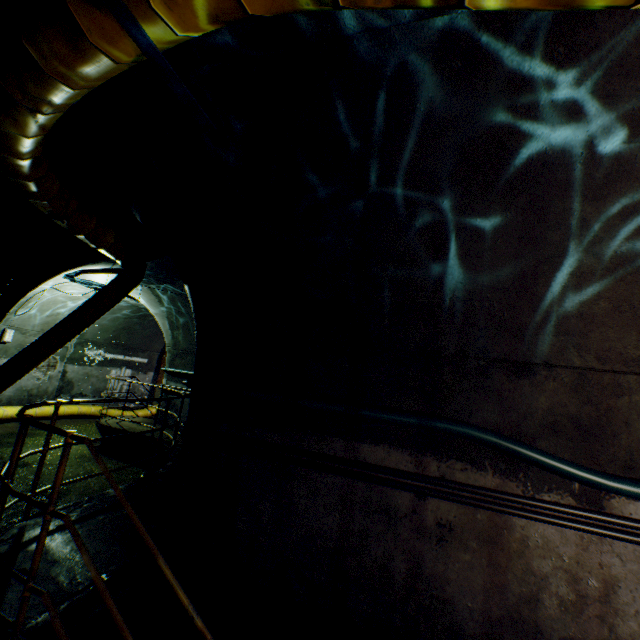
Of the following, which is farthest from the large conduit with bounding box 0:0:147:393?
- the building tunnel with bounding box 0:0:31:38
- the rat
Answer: the rat

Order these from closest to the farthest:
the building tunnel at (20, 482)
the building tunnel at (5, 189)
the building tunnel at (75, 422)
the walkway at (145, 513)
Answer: the walkway at (145, 513) → the building tunnel at (5, 189) → the building tunnel at (20, 482) → the building tunnel at (75, 422)

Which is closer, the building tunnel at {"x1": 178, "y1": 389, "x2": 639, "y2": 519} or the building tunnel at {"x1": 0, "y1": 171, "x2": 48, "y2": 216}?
the building tunnel at {"x1": 178, "y1": 389, "x2": 639, "y2": 519}

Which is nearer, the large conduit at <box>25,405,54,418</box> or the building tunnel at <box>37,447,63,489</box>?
the building tunnel at <box>37,447,63,489</box>

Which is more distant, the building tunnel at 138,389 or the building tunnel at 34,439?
the building tunnel at 138,389

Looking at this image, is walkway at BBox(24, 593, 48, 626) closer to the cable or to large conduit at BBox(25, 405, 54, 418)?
large conduit at BBox(25, 405, 54, 418)

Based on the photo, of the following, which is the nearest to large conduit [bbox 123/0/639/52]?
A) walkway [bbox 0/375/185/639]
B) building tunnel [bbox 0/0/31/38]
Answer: building tunnel [bbox 0/0/31/38]

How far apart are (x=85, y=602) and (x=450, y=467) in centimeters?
304cm
